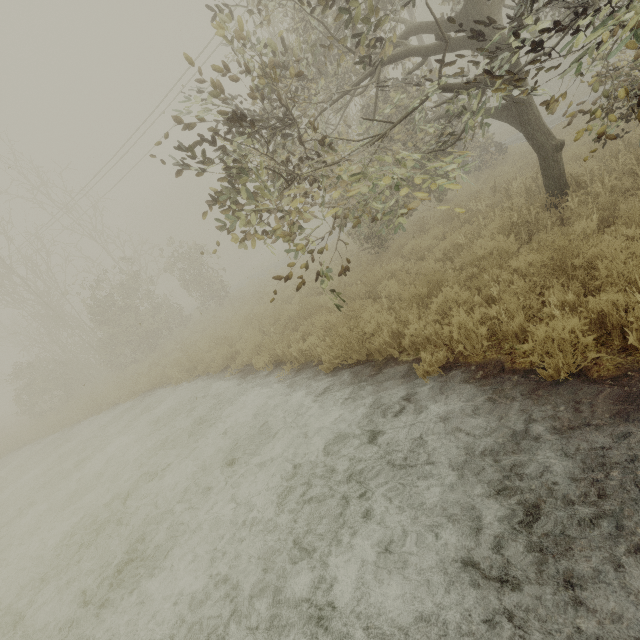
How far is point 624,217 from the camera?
4.8m
